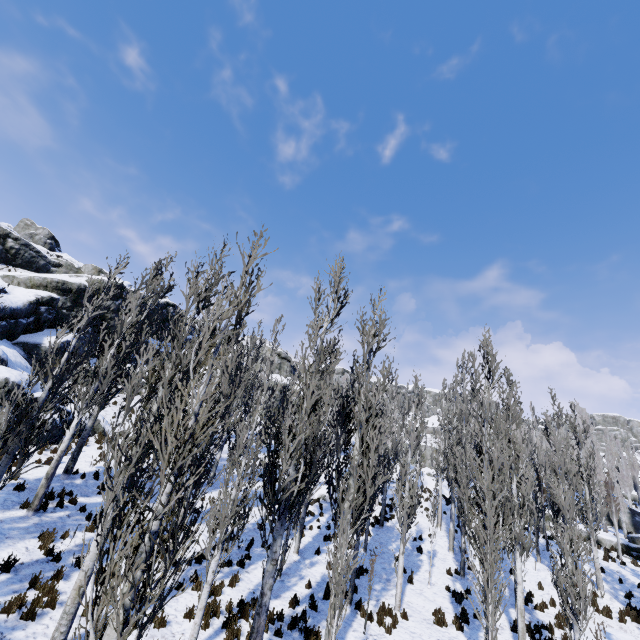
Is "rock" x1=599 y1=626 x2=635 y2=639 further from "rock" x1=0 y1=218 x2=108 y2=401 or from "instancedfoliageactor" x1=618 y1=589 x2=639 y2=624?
"rock" x1=0 y1=218 x2=108 y2=401

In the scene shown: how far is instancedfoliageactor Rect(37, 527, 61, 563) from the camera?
9.3 meters

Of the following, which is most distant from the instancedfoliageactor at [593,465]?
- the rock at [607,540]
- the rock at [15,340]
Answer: the rock at [15,340]

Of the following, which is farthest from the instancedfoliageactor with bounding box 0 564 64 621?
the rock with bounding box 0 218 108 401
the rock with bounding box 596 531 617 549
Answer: the rock with bounding box 0 218 108 401

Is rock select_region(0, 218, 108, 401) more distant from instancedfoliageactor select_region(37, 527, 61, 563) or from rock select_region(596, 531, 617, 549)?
rock select_region(596, 531, 617, 549)

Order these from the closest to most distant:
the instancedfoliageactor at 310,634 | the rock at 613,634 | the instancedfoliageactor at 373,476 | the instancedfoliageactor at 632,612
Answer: the instancedfoliageactor at 373,476 → the instancedfoliageactor at 310,634 → the rock at 613,634 → the instancedfoliageactor at 632,612

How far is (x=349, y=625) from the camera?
10.54m
